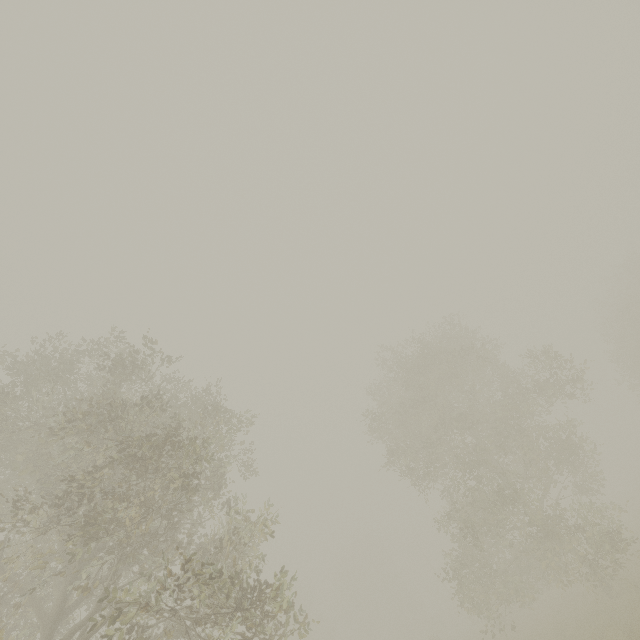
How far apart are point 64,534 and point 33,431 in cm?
466
